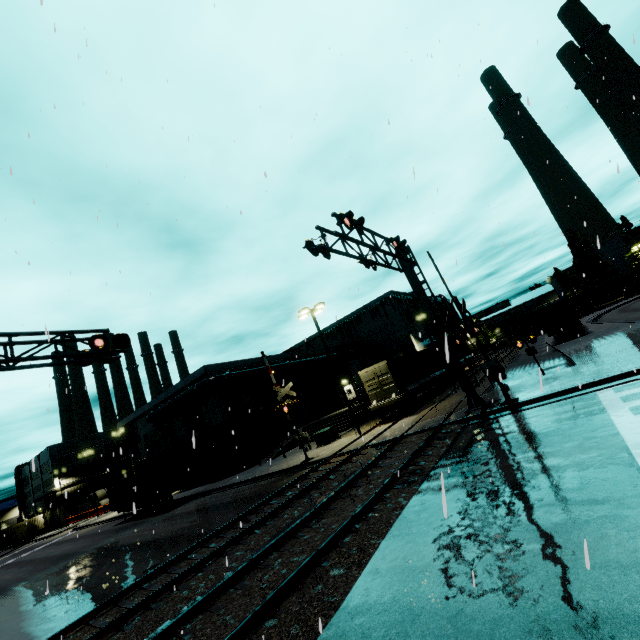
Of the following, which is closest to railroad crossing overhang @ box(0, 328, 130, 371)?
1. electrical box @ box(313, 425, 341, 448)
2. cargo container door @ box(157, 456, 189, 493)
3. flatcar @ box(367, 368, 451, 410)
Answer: flatcar @ box(367, 368, 451, 410)

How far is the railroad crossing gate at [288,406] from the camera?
20.3m

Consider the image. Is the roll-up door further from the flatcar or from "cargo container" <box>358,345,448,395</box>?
the flatcar

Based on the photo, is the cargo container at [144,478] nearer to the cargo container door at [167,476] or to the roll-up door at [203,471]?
the cargo container door at [167,476]

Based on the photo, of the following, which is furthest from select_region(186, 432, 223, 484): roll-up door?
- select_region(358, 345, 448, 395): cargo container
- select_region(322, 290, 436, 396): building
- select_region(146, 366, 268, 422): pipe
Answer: select_region(146, 366, 268, 422): pipe

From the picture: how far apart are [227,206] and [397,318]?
43.3m

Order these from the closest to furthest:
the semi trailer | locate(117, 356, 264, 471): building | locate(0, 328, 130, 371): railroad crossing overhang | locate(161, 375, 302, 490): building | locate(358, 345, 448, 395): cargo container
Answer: locate(0, 328, 130, 371): railroad crossing overhang, locate(358, 345, 448, 395): cargo container, the semi trailer, locate(161, 375, 302, 490): building, locate(117, 356, 264, 471): building

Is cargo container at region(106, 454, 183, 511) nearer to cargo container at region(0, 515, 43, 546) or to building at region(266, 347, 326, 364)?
building at region(266, 347, 326, 364)
